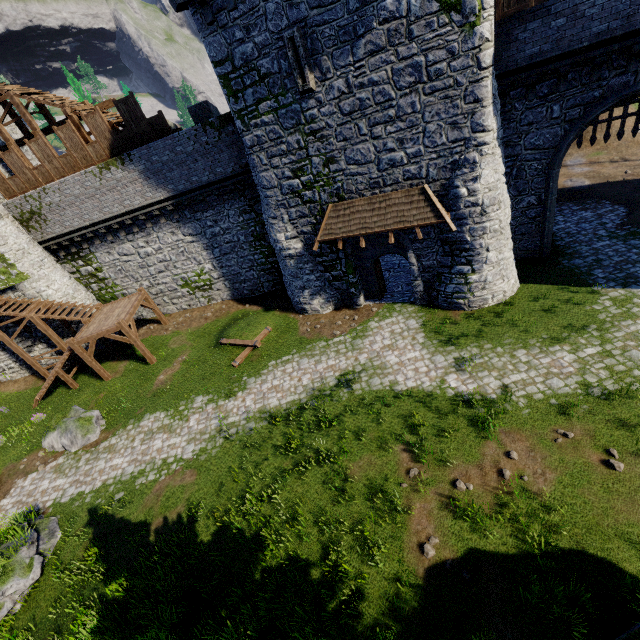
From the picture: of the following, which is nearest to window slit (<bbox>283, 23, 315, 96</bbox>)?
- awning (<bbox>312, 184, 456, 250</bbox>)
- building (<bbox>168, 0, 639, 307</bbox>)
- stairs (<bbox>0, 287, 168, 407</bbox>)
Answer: building (<bbox>168, 0, 639, 307</bbox>)

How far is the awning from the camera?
12.87m

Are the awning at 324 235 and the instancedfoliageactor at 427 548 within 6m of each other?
no

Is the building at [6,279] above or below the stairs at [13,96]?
below

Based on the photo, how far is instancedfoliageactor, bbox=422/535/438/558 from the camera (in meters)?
8.16

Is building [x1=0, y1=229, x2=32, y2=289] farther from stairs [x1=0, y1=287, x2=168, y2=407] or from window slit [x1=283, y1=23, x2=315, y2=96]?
window slit [x1=283, y1=23, x2=315, y2=96]

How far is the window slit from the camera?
11.1 meters

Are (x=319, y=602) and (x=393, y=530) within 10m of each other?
yes
